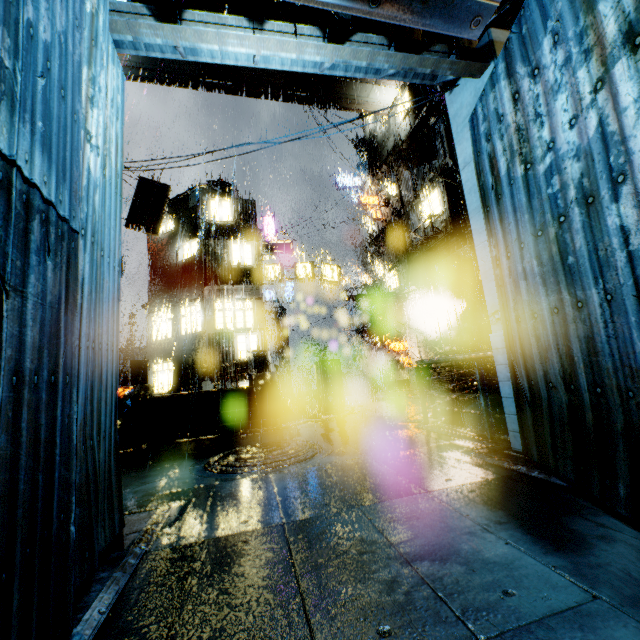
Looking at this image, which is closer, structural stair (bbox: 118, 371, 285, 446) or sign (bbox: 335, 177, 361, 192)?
structural stair (bbox: 118, 371, 285, 446)

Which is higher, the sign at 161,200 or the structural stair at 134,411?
the sign at 161,200

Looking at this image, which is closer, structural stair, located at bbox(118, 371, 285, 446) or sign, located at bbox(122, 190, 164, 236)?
structural stair, located at bbox(118, 371, 285, 446)

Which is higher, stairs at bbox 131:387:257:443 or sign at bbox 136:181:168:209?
sign at bbox 136:181:168:209

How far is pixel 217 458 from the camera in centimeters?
661cm

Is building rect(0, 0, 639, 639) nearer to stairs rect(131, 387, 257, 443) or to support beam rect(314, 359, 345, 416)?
support beam rect(314, 359, 345, 416)

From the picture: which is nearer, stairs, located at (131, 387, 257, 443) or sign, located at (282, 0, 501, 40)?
sign, located at (282, 0, 501, 40)

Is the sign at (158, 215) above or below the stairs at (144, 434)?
above
